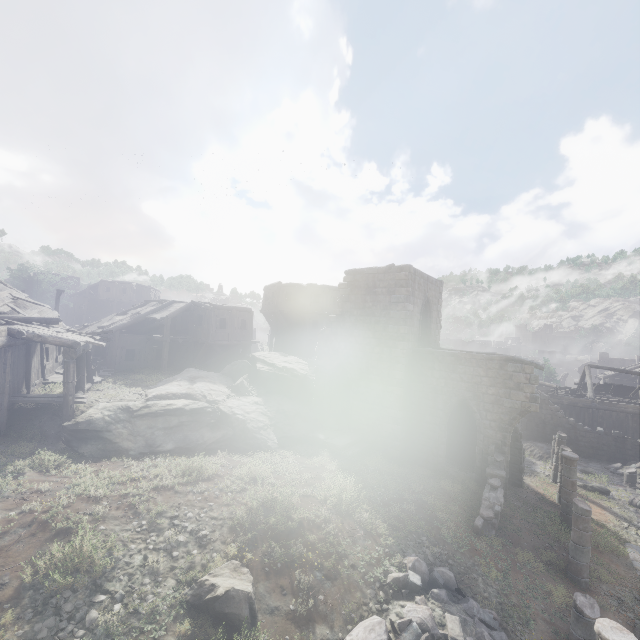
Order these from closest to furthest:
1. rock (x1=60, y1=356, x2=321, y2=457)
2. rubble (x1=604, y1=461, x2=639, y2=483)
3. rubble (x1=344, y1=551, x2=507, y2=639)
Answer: rubble (x1=344, y1=551, x2=507, y2=639)
rock (x1=60, y1=356, x2=321, y2=457)
rubble (x1=604, y1=461, x2=639, y2=483)

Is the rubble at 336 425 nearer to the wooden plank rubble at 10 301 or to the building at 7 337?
the building at 7 337

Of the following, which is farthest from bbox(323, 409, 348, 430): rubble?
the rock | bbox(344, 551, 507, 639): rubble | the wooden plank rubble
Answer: the wooden plank rubble

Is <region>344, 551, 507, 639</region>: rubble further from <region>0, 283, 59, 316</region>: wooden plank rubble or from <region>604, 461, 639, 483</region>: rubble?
<region>604, 461, 639, 483</region>: rubble

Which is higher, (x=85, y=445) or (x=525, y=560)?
(x=85, y=445)

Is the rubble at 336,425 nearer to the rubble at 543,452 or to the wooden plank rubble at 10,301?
the rubble at 543,452

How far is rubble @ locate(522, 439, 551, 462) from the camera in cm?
2408

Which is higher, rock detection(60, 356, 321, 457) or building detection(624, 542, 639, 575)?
rock detection(60, 356, 321, 457)
